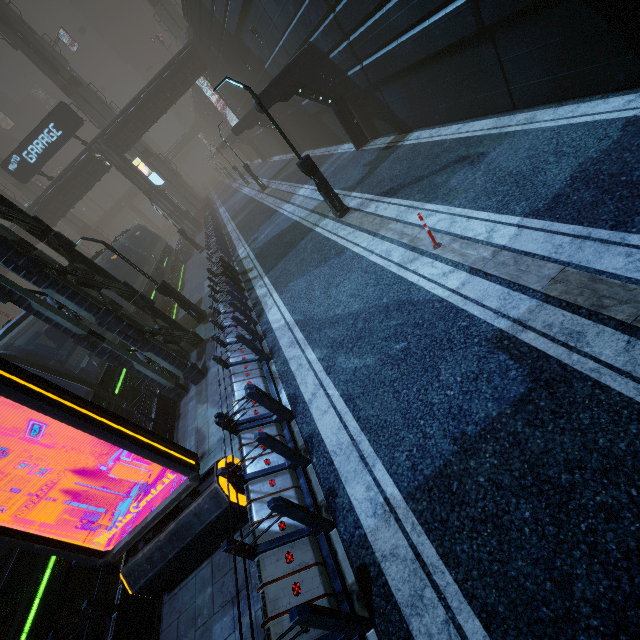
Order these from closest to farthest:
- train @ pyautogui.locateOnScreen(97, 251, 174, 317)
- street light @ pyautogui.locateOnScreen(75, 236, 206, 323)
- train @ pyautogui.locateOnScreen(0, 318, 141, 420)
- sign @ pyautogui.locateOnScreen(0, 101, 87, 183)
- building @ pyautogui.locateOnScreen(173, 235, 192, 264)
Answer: train @ pyautogui.locateOnScreen(0, 318, 141, 420)
street light @ pyautogui.locateOnScreen(75, 236, 206, 323)
train @ pyautogui.locateOnScreen(97, 251, 174, 317)
sign @ pyautogui.locateOnScreen(0, 101, 87, 183)
building @ pyautogui.locateOnScreen(173, 235, 192, 264)

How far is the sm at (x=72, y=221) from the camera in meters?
48.6

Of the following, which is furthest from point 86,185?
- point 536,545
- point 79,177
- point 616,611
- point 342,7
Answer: point 616,611

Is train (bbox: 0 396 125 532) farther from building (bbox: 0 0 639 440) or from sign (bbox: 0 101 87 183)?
sign (bbox: 0 101 87 183)

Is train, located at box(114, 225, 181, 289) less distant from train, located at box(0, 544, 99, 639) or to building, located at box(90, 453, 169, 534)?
building, located at box(90, 453, 169, 534)

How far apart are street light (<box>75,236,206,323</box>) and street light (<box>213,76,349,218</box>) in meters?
7.1

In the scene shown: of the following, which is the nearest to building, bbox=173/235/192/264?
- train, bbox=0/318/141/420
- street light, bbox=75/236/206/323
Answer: train, bbox=0/318/141/420

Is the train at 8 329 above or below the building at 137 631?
above
